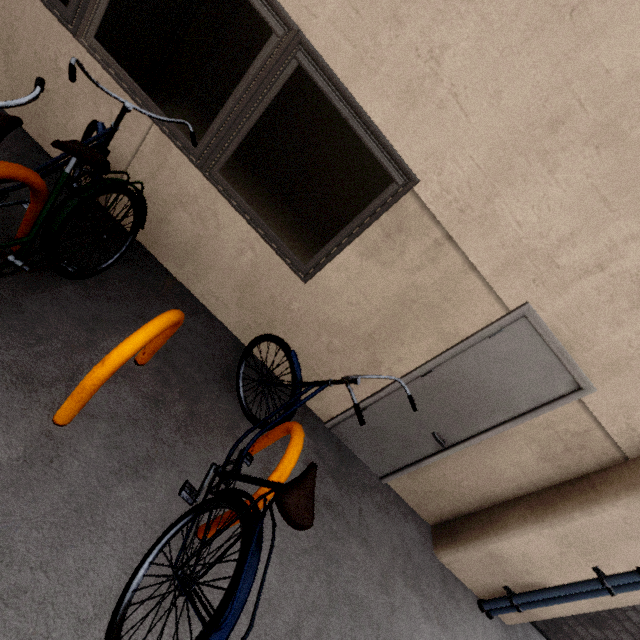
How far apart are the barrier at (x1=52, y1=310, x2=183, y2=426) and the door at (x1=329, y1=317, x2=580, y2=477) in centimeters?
187cm

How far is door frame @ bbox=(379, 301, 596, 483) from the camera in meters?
2.4 m

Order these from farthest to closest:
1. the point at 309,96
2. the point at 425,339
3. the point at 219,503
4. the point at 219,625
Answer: the point at 425,339 → the point at 309,96 → the point at 219,503 → the point at 219,625

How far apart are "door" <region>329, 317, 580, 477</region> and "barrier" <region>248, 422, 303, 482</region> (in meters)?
1.09

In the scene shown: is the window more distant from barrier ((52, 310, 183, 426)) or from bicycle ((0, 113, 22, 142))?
barrier ((52, 310, 183, 426))

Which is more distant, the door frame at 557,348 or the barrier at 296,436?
the door frame at 557,348

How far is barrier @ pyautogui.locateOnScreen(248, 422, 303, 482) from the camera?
1.7m

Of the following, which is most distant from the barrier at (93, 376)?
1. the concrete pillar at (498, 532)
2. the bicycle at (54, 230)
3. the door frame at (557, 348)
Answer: the concrete pillar at (498, 532)
